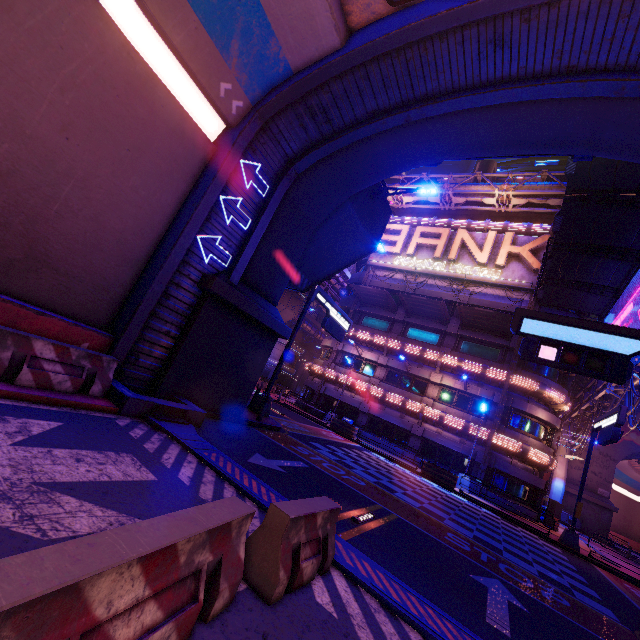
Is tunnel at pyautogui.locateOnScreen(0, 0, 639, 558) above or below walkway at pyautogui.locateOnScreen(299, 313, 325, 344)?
below

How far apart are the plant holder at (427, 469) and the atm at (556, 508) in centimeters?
827cm

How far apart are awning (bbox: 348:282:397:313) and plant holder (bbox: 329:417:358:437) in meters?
11.5 m

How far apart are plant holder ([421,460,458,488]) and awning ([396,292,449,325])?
A: 11.8 meters

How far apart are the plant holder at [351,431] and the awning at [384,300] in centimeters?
1149cm

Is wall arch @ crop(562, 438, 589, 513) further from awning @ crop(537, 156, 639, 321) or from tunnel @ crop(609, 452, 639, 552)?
awning @ crop(537, 156, 639, 321)

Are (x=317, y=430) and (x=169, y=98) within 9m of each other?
no

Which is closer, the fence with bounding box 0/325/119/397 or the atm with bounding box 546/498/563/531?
the fence with bounding box 0/325/119/397
